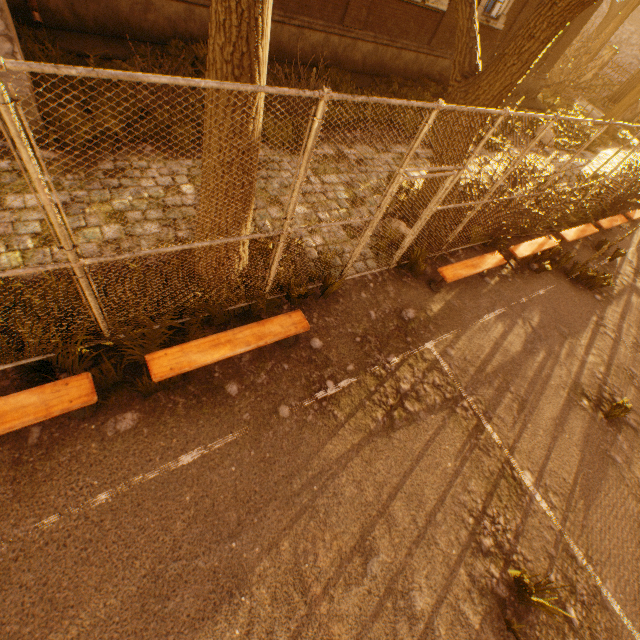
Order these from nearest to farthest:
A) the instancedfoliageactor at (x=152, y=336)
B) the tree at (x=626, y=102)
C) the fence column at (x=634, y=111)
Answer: the instancedfoliageactor at (x=152, y=336)
the tree at (x=626, y=102)
the fence column at (x=634, y=111)

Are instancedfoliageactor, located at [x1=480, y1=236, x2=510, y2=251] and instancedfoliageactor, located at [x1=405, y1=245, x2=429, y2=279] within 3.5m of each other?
yes

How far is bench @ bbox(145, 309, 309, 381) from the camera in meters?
3.5 m

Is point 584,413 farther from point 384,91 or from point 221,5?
point 384,91

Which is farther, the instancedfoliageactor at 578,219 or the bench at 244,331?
the instancedfoliageactor at 578,219

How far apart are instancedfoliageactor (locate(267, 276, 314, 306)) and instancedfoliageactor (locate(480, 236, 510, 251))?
4.8m

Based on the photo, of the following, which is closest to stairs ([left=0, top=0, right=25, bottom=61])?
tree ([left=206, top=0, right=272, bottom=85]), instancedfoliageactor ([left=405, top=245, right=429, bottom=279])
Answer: tree ([left=206, top=0, right=272, bottom=85])

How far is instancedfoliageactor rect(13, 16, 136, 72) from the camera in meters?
6.0
